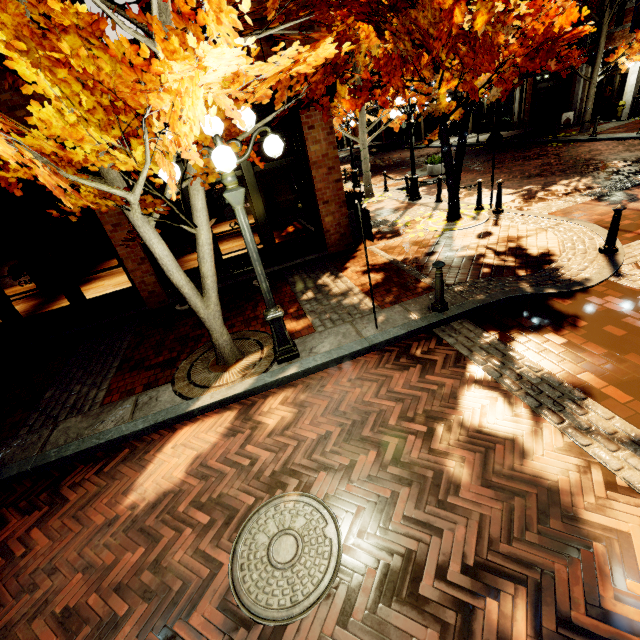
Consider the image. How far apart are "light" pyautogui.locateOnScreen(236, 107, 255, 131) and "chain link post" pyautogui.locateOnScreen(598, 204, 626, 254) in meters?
6.0

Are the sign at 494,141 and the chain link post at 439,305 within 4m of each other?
no

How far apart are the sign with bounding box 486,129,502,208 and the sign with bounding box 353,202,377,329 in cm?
639

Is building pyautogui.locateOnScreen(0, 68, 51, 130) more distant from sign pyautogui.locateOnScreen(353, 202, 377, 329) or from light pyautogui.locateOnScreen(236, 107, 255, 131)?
sign pyautogui.locateOnScreen(353, 202, 377, 329)

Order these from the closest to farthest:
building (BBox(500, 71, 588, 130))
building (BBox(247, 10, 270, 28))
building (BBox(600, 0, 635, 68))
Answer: building (BBox(247, 10, 270, 28))
building (BBox(600, 0, 635, 68))
building (BBox(500, 71, 588, 130))

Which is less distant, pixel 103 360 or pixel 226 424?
pixel 226 424

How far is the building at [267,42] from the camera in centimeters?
596cm

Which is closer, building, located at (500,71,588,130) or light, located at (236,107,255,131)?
light, located at (236,107,255,131)
